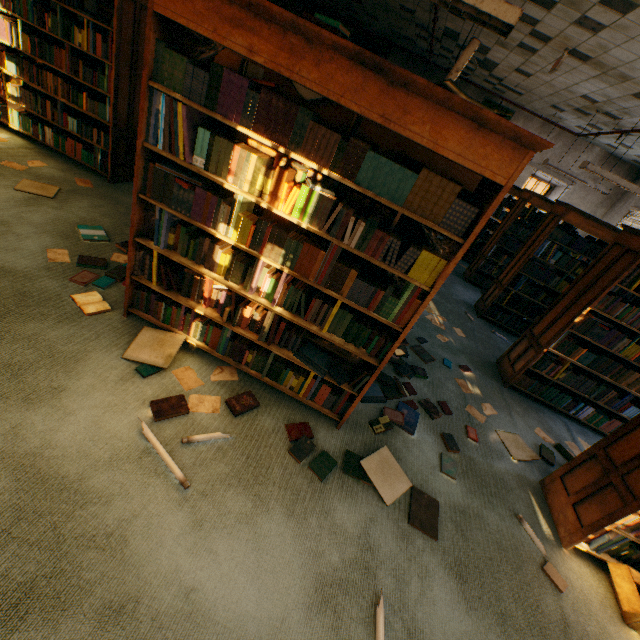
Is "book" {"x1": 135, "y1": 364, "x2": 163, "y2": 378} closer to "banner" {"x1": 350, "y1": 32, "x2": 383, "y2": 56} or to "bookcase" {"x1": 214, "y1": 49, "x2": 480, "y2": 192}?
"bookcase" {"x1": 214, "y1": 49, "x2": 480, "y2": 192}

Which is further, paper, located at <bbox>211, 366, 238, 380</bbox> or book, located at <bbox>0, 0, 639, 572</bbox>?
paper, located at <bbox>211, 366, 238, 380</bbox>

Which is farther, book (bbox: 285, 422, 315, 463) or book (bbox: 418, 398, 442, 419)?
book (bbox: 418, 398, 442, 419)

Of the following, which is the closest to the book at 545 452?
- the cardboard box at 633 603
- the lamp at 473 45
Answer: the cardboard box at 633 603

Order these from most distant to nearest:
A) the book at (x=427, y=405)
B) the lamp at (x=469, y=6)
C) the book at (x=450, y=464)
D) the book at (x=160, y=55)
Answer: the book at (x=427, y=405), the book at (x=450, y=464), the lamp at (x=469, y=6), the book at (x=160, y=55)

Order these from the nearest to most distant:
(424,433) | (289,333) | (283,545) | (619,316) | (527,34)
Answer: (283,545) < (289,333) < (424,433) < (619,316) < (527,34)

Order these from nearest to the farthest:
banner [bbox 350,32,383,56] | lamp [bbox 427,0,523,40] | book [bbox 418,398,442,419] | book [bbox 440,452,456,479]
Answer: lamp [bbox 427,0,523,40], book [bbox 440,452,456,479], book [bbox 418,398,442,419], banner [bbox 350,32,383,56]

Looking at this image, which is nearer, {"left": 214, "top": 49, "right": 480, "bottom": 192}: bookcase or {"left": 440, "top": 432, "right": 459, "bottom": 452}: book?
{"left": 214, "top": 49, "right": 480, "bottom": 192}: bookcase
